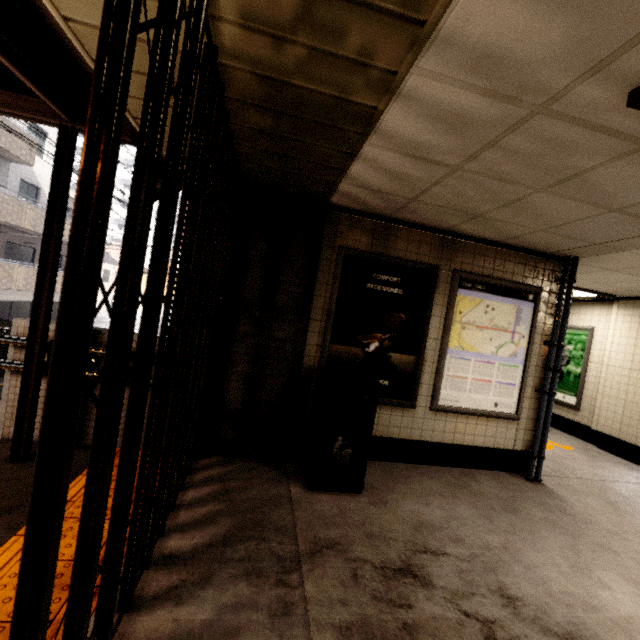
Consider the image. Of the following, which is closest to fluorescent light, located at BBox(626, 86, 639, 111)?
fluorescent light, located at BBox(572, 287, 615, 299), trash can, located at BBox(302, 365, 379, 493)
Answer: trash can, located at BBox(302, 365, 379, 493)

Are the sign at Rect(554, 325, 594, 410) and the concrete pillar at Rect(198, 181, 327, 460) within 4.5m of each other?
no

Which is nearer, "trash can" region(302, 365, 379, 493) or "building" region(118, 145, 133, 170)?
"trash can" region(302, 365, 379, 493)

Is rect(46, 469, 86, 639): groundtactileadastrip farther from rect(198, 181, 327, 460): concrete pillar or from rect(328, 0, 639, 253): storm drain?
rect(328, 0, 639, 253): storm drain

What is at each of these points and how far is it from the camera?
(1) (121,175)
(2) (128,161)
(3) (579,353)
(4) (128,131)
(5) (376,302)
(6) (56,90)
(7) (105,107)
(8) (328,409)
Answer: (1) building, 46.9 meters
(2) building, 48.1 meters
(3) sign, 7.0 meters
(4) exterior awning, 2.9 meters
(5) sign, 3.8 meters
(6) exterior awning, 2.6 meters
(7) gate, 0.8 meters
(8) trash can, 3.1 meters

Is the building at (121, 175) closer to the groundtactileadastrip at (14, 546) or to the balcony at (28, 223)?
the balcony at (28, 223)

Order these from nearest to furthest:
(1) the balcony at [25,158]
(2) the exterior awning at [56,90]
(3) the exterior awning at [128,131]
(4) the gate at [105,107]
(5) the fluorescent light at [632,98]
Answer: (4) the gate at [105,107]
(5) the fluorescent light at [632,98]
(2) the exterior awning at [56,90]
(3) the exterior awning at [128,131]
(1) the balcony at [25,158]

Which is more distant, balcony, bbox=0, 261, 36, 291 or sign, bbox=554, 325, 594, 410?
balcony, bbox=0, 261, 36, 291
